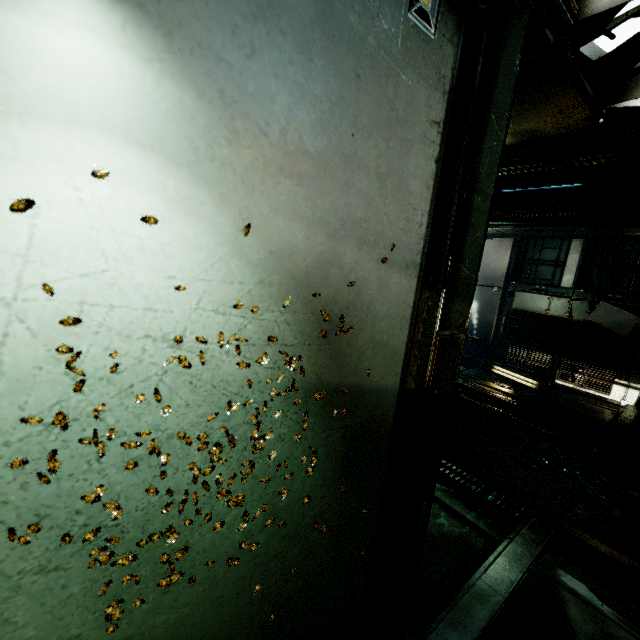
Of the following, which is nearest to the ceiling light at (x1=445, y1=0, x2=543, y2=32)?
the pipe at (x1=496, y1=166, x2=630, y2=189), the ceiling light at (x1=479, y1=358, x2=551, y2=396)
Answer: the pipe at (x1=496, y1=166, x2=630, y2=189)

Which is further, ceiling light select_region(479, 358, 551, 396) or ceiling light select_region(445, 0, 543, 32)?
ceiling light select_region(479, 358, 551, 396)

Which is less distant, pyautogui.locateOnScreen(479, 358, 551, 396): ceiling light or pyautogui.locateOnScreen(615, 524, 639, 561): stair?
pyautogui.locateOnScreen(615, 524, 639, 561): stair

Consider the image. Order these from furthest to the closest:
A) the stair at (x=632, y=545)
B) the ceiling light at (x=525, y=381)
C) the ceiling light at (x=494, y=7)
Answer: the ceiling light at (x=525, y=381) → the stair at (x=632, y=545) → the ceiling light at (x=494, y=7)

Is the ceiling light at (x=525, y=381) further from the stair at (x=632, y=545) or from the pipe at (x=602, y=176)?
the pipe at (x=602, y=176)

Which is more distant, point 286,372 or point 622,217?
point 622,217

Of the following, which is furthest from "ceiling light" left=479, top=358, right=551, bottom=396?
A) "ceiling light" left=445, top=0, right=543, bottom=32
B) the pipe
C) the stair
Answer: "ceiling light" left=445, top=0, right=543, bottom=32

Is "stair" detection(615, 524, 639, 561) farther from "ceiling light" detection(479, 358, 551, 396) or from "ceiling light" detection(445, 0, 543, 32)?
"ceiling light" detection(445, 0, 543, 32)
